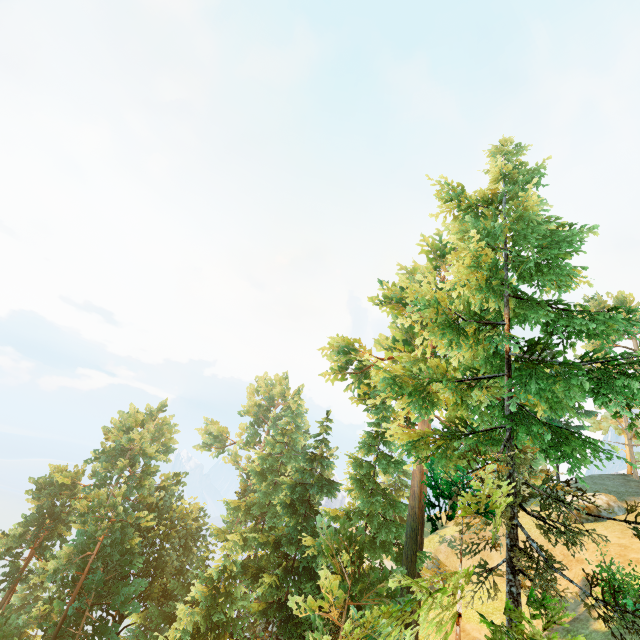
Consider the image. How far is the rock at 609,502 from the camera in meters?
26.3 m

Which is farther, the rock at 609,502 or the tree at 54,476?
the rock at 609,502

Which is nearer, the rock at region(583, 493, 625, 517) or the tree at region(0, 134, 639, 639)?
the tree at region(0, 134, 639, 639)

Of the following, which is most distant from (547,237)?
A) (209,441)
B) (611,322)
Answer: (209,441)

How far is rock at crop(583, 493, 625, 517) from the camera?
26.27m
